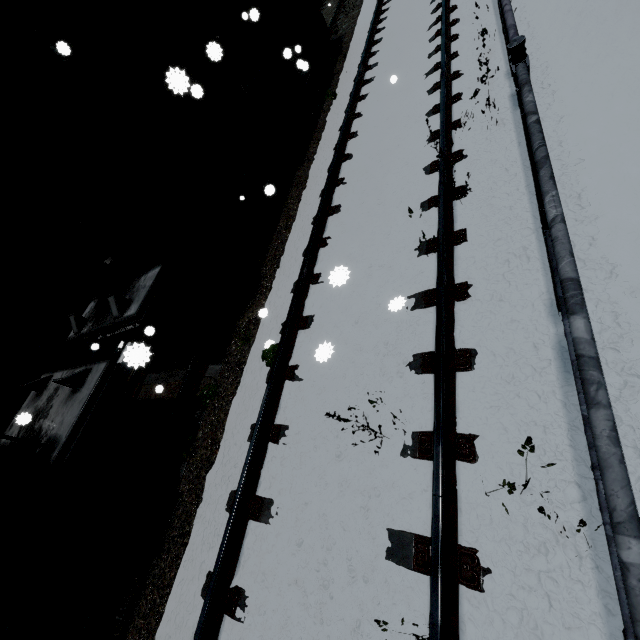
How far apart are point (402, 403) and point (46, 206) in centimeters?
517cm

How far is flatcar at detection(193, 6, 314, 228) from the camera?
6.0 meters

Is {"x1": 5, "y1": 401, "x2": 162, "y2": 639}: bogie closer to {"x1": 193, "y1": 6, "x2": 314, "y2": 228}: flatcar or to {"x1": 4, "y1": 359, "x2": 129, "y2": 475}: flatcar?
{"x1": 4, "y1": 359, "x2": 129, "y2": 475}: flatcar

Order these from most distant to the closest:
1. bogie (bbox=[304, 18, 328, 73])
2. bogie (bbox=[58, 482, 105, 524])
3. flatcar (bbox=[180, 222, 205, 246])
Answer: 1. bogie (bbox=[304, 18, 328, 73])
2. flatcar (bbox=[180, 222, 205, 246])
3. bogie (bbox=[58, 482, 105, 524])

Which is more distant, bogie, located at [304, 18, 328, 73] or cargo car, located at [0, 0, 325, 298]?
bogie, located at [304, 18, 328, 73]

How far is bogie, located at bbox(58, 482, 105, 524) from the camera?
3.6m

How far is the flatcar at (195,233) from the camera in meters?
5.1
